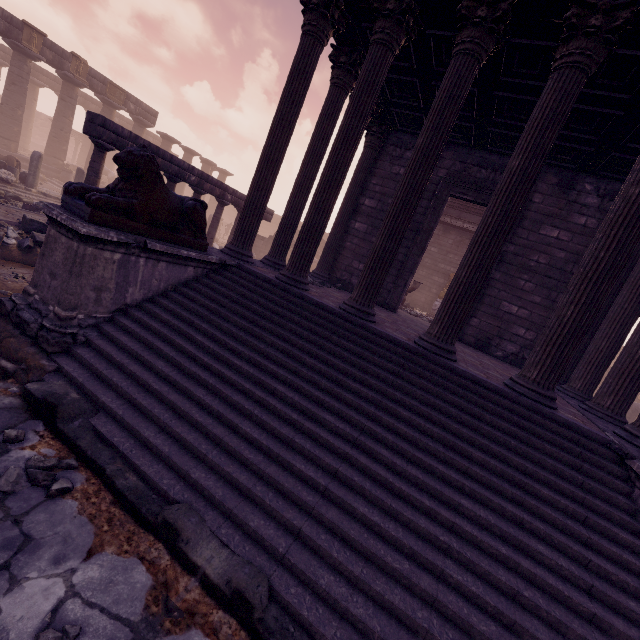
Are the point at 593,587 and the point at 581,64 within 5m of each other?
no

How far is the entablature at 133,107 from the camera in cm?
2191

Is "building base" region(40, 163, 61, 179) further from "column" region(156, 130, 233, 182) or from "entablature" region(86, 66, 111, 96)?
"entablature" region(86, 66, 111, 96)

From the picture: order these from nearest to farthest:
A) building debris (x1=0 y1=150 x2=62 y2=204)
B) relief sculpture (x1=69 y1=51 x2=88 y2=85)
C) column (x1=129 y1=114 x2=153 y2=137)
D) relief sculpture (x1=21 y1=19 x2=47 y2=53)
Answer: building debris (x1=0 y1=150 x2=62 y2=204) < relief sculpture (x1=21 y1=19 x2=47 y2=53) < relief sculpture (x1=69 y1=51 x2=88 y2=85) < column (x1=129 y1=114 x2=153 y2=137)

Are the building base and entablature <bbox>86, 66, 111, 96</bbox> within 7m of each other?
yes

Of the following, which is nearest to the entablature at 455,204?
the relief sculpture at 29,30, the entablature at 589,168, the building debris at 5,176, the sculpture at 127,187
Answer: the entablature at 589,168

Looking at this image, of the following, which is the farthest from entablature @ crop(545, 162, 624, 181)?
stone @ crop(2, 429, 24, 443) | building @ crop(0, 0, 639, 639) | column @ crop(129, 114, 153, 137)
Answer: column @ crop(129, 114, 153, 137)

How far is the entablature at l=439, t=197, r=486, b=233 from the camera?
16.3 meters
